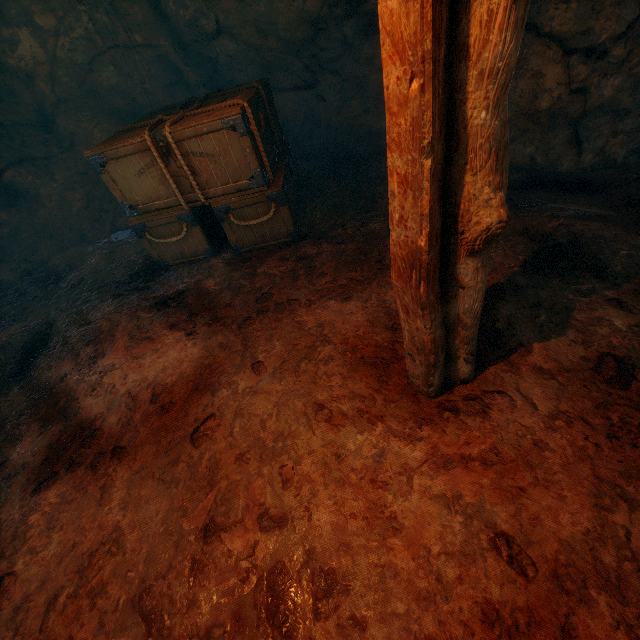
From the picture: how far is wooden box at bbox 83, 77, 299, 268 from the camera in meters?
3.7

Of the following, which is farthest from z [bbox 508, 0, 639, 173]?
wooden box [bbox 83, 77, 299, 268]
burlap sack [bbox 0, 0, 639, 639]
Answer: wooden box [bbox 83, 77, 299, 268]

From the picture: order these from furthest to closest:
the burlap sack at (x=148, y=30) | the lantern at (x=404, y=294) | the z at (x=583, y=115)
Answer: the z at (x=583, y=115) → the burlap sack at (x=148, y=30) → the lantern at (x=404, y=294)

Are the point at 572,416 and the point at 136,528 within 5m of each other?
yes

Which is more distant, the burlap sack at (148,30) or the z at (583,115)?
the z at (583,115)

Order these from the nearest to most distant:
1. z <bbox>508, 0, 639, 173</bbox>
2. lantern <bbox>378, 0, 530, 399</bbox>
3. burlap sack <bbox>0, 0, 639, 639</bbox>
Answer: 1. lantern <bbox>378, 0, 530, 399</bbox>
2. burlap sack <bbox>0, 0, 639, 639</bbox>
3. z <bbox>508, 0, 639, 173</bbox>

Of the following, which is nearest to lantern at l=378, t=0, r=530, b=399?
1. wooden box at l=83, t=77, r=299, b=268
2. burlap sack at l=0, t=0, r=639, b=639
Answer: burlap sack at l=0, t=0, r=639, b=639
